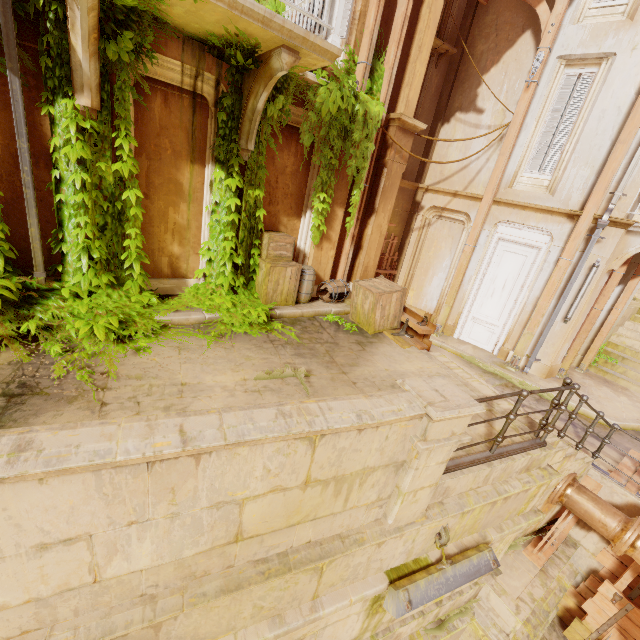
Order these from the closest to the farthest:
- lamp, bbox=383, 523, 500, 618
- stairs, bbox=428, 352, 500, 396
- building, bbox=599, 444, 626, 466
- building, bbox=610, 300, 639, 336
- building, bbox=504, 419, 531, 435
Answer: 1. lamp, bbox=383, 523, 500, 618
2. building, bbox=504, 419, 531, 435
3. stairs, bbox=428, 352, 500, 396
4. building, bbox=599, 444, 626, 466
5. building, bbox=610, 300, 639, 336

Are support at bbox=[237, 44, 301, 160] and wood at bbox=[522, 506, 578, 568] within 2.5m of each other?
no

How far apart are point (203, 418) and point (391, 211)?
7.8m

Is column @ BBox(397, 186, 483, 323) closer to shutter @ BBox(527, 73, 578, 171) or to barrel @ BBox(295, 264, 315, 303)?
shutter @ BBox(527, 73, 578, 171)

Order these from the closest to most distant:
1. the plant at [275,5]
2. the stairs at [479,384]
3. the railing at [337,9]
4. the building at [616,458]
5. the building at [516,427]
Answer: the railing at [337,9], the building at [516,427], the plant at [275,5], the stairs at [479,384], the building at [616,458]

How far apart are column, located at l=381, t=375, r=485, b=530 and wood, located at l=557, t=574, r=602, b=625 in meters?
5.8 m

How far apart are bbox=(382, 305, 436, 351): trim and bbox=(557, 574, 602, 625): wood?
5.3m

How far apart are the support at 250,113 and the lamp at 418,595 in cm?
669
